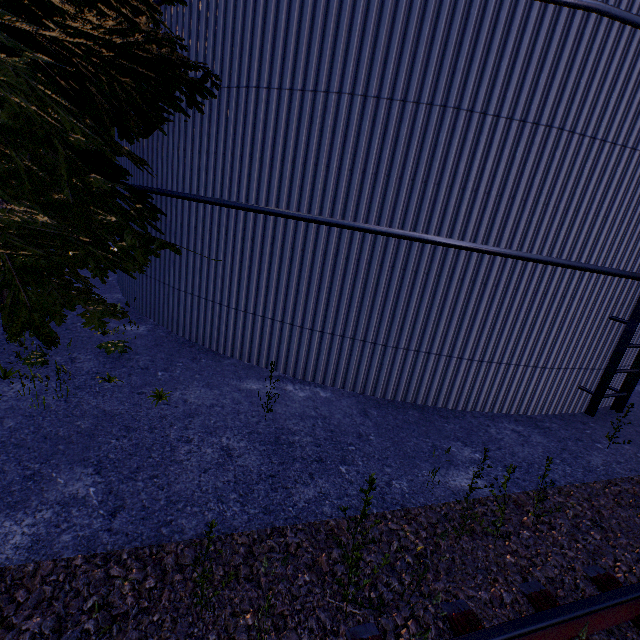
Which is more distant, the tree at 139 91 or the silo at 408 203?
the silo at 408 203

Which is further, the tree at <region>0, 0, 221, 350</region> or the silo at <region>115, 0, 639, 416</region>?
the silo at <region>115, 0, 639, 416</region>

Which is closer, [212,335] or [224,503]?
[224,503]
